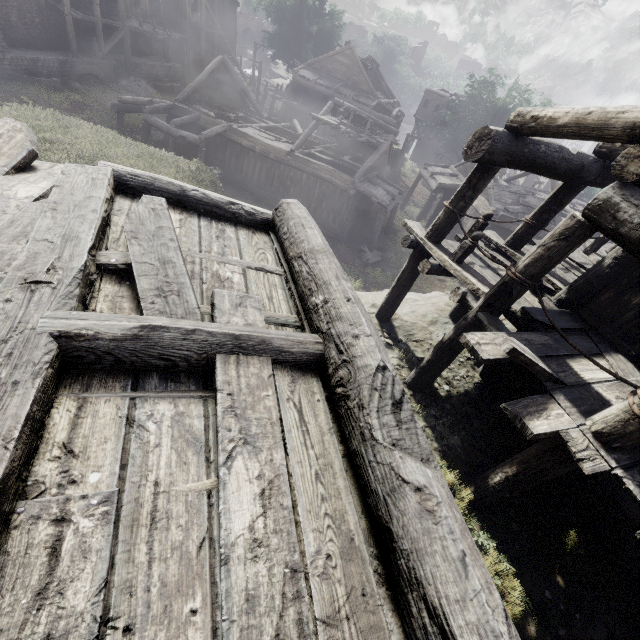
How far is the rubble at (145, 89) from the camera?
27.0 meters

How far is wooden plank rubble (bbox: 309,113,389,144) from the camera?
19.4m

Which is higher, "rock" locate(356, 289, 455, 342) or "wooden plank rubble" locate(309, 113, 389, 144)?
"wooden plank rubble" locate(309, 113, 389, 144)

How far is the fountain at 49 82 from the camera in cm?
2092

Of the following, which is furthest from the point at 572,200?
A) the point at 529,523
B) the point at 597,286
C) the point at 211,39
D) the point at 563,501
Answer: the point at 211,39

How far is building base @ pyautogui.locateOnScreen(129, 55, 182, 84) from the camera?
28.3 meters

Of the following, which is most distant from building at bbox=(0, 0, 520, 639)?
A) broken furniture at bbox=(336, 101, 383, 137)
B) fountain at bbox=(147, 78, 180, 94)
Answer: fountain at bbox=(147, 78, 180, 94)

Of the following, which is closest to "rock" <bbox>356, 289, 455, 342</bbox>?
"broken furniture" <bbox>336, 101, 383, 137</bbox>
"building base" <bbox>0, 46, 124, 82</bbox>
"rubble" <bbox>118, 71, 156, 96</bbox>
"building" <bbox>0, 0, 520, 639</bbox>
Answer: "building" <bbox>0, 0, 520, 639</bbox>
